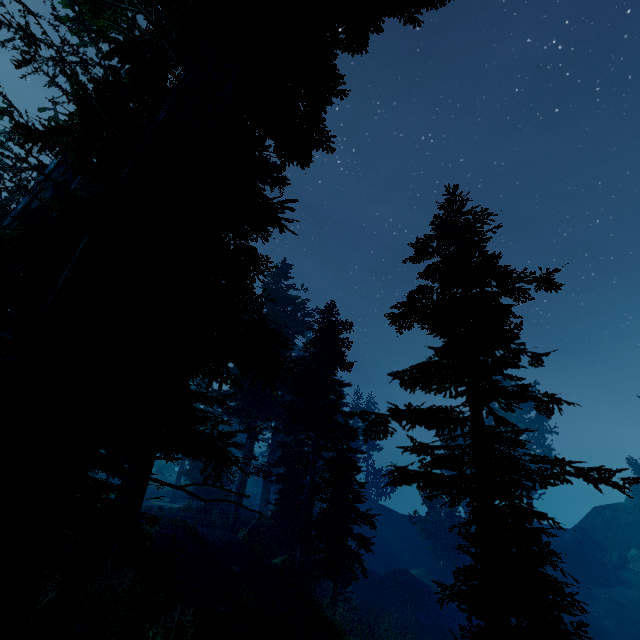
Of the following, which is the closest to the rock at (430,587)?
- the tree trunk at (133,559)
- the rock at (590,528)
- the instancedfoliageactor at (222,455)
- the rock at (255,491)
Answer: the instancedfoliageactor at (222,455)

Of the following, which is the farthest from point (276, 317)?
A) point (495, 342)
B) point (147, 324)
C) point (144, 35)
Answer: point (144, 35)

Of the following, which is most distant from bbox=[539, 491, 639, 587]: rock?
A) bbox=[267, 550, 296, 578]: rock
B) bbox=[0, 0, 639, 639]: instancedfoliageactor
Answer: bbox=[267, 550, 296, 578]: rock

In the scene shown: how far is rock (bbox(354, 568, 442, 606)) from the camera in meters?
30.5 m

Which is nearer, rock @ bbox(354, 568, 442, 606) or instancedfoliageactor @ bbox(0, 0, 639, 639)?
instancedfoliageactor @ bbox(0, 0, 639, 639)

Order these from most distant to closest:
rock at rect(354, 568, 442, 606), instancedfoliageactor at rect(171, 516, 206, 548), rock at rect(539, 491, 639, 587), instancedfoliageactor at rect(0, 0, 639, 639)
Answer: rock at rect(539, 491, 639, 587) → rock at rect(354, 568, 442, 606) → instancedfoliageactor at rect(171, 516, 206, 548) → instancedfoliageactor at rect(0, 0, 639, 639)

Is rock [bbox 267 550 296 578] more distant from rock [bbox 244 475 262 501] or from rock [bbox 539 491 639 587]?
rock [bbox 244 475 262 501]

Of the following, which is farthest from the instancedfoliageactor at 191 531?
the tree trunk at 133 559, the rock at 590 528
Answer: the tree trunk at 133 559
